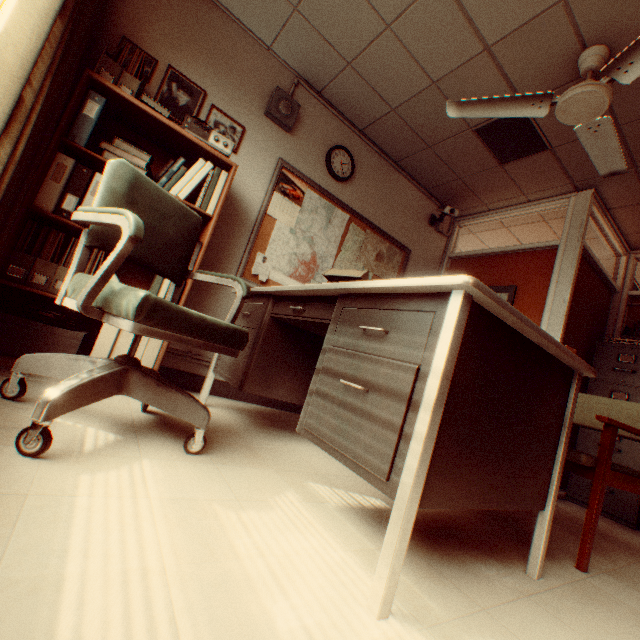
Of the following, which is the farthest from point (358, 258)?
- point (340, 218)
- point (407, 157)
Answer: point (407, 157)

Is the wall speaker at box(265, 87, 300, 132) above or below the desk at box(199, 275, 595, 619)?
above

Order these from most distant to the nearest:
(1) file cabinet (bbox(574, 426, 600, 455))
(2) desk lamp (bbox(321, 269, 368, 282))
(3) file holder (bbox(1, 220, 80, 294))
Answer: A:
(1) file cabinet (bbox(574, 426, 600, 455))
(2) desk lamp (bbox(321, 269, 368, 282))
(3) file holder (bbox(1, 220, 80, 294))

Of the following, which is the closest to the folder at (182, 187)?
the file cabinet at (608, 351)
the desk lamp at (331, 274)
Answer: the desk lamp at (331, 274)

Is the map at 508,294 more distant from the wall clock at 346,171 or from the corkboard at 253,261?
the wall clock at 346,171

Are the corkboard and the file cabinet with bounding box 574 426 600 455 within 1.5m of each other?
no

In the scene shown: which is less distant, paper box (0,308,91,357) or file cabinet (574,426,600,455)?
paper box (0,308,91,357)

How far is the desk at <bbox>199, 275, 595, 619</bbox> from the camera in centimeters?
99cm
